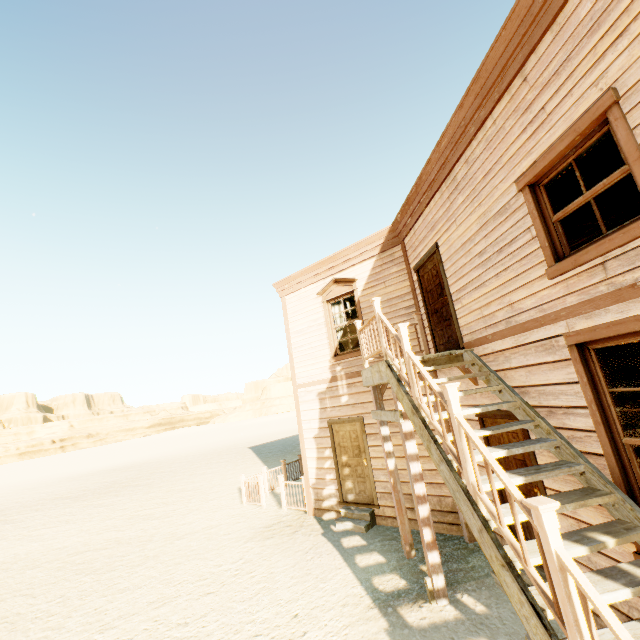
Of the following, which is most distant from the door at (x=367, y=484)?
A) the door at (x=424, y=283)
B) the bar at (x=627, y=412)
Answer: the bar at (x=627, y=412)

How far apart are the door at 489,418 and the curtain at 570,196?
2.5m

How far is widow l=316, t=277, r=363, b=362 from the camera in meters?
8.7 m

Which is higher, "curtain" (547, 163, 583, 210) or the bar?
"curtain" (547, 163, 583, 210)

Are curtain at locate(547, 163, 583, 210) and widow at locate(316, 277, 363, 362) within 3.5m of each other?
no

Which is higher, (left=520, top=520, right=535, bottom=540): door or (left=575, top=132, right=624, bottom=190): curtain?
(left=575, top=132, right=624, bottom=190): curtain

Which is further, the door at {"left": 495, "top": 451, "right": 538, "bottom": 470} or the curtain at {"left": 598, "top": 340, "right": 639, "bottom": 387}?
the door at {"left": 495, "top": 451, "right": 538, "bottom": 470}

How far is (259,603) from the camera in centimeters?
539cm
